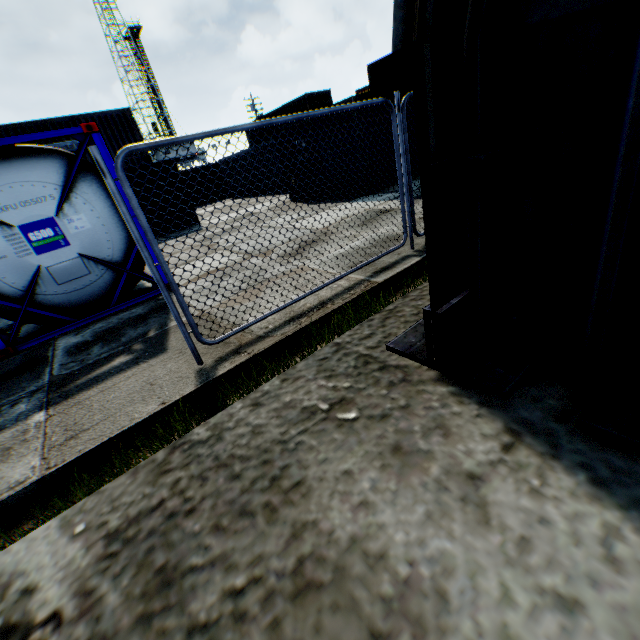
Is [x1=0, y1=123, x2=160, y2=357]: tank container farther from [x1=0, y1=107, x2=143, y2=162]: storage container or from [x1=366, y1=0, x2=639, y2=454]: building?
[x1=0, y1=107, x2=143, y2=162]: storage container

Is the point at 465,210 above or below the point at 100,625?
above

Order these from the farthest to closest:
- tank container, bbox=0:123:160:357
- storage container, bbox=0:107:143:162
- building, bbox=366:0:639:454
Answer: storage container, bbox=0:107:143:162 < tank container, bbox=0:123:160:357 < building, bbox=366:0:639:454

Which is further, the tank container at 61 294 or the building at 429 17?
the tank container at 61 294

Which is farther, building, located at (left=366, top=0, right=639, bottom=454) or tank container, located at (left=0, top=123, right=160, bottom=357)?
tank container, located at (left=0, top=123, right=160, bottom=357)

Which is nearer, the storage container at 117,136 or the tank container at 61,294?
the tank container at 61,294

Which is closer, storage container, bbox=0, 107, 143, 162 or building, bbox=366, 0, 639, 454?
A: building, bbox=366, 0, 639, 454
